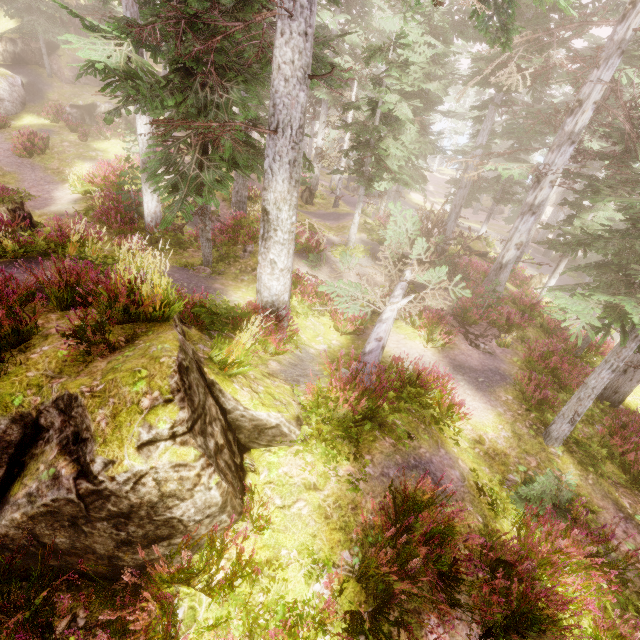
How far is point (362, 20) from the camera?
24.0 meters

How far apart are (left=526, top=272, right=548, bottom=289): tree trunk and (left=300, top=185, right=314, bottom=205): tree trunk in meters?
15.5 m

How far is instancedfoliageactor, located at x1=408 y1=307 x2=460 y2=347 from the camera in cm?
1039

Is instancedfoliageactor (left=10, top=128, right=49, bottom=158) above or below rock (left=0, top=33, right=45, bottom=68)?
below

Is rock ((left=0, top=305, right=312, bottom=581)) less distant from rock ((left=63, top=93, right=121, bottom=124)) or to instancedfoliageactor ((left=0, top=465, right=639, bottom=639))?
instancedfoliageactor ((left=0, top=465, right=639, bottom=639))

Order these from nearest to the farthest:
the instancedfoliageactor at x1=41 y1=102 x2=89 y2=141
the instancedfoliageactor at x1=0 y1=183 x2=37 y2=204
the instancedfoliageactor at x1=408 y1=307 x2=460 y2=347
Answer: the instancedfoliageactor at x1=408 y1=307 x2=460 y2=347 < the instancedfoliageactor at x1=0 y1=183 x2=37 y2=204 < the instancedfoliageactor at x1=41 y1=102 x2=89 y2=141

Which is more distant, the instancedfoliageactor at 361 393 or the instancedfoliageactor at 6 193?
the instancedfoliageactor at 6 193

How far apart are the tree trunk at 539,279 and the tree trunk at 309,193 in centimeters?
1547cm
